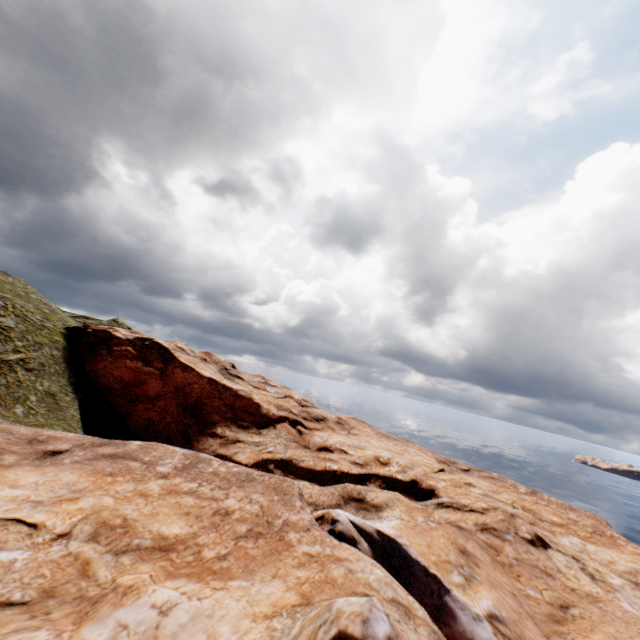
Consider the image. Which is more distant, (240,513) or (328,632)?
(240,513)
